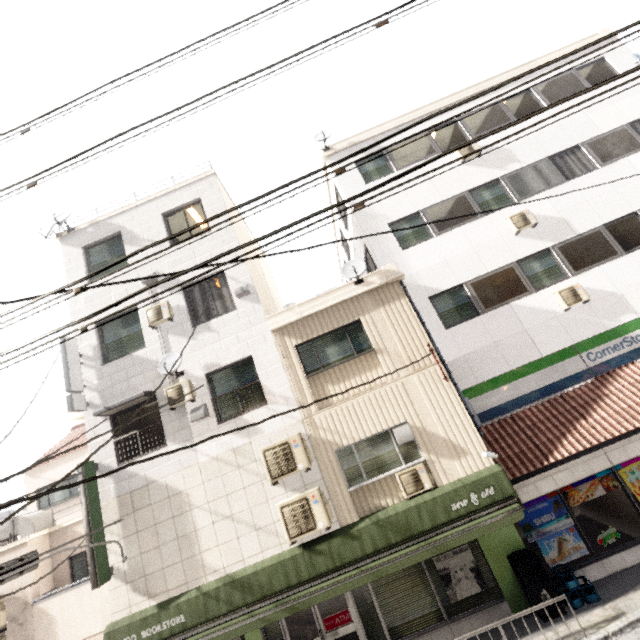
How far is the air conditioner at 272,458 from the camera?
8.0 meters

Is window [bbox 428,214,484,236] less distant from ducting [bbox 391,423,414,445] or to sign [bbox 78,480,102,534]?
ducting [bbox 391,423,414,445]

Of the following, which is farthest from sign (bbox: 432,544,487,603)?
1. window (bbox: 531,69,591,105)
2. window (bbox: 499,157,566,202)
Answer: window (bbox: 531,69,591,105)

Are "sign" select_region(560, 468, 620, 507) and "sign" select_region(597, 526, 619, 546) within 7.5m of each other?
yes

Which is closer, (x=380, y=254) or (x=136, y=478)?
(x=136, y=478)

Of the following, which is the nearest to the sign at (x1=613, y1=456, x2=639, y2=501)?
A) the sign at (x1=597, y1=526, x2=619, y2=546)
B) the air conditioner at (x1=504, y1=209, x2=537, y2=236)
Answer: the sign at (x1=597, y1=526, x2=619, y2=546)

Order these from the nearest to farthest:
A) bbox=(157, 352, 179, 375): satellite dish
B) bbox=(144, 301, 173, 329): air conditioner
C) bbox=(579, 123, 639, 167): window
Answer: bbox=(157, 352, 179, 375): satellite dish, bbox=(144, 301, 173, 329): air conditioner, bbox=(579, 123, 639, 167): window

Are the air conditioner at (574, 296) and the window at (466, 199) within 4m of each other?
yes
